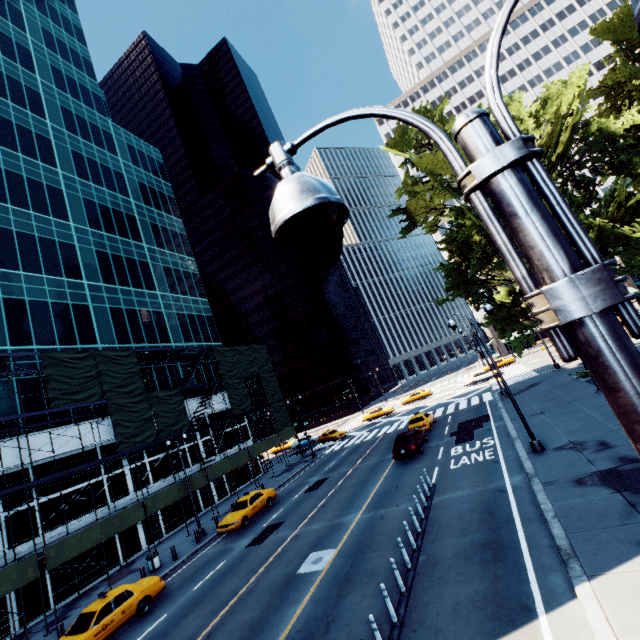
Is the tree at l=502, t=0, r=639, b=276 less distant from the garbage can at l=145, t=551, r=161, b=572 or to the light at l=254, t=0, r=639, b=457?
the light at l=254, t=0, r=639, b=457

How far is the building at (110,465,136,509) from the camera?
25.3 meters

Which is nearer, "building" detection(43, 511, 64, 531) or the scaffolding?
the scaffolding

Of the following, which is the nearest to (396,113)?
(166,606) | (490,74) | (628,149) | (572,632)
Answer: (490,74)

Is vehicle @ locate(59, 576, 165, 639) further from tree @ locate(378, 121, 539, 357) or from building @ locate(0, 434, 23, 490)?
tree @ locate(378, 121, 539, 357)

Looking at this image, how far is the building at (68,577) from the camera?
20.4m

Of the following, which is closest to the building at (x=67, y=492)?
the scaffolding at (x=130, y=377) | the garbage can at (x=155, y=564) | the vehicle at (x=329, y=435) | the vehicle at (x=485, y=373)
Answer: the scaffolding at (x=130, y=377)
